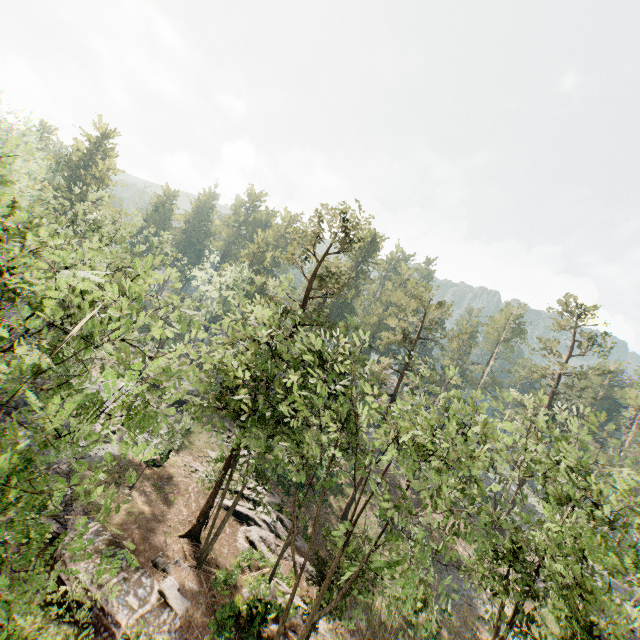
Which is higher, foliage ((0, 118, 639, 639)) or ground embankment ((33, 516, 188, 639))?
foliage ((0, 118, 639, 639))

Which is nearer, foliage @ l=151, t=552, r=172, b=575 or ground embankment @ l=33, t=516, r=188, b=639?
ground embankment @ l=33, t=516, r=188, b=639

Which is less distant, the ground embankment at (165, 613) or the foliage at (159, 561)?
the ground embankment at (165, 613)

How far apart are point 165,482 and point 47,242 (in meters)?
22.35

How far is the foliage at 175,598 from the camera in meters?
17.9 m

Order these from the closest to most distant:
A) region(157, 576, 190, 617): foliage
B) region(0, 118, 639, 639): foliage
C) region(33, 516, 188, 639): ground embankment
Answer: region(0, 118, 639, 639): foliage → region(33, 516, 188, 639): ground embankment → region(157, 576, 190, 617): foliage
